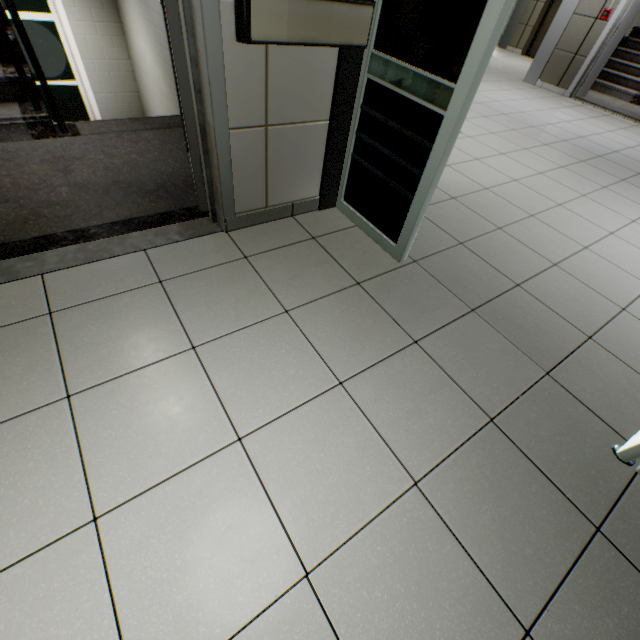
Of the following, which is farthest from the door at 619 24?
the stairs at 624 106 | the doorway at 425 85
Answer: the doorway at 425 85

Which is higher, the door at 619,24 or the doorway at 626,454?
the door at 619,24

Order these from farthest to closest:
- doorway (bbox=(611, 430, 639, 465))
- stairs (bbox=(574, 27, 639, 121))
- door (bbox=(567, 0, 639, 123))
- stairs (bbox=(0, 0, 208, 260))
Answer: stairs (bbox=(574, 27, 639, 121)) < door (bbox=(567, 0, 639, 123)) < stairs (bbox=(0, 0, 208, 260)) < doorway (bbox=(611, 430, 639, 465))

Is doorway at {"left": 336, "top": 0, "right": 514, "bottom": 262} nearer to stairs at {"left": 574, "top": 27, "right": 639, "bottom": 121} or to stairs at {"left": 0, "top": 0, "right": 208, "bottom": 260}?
stairs at {"left": 0, "top": 0, "right": 208, "bottom": 260}

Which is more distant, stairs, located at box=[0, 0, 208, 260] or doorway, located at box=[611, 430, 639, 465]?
stairs, located at box=[0, 0, 208, 260]

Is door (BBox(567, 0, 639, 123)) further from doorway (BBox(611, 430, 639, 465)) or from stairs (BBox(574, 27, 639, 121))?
doorway (BBox(611, 430, 639, 465))

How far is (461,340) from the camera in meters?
1.8 m
